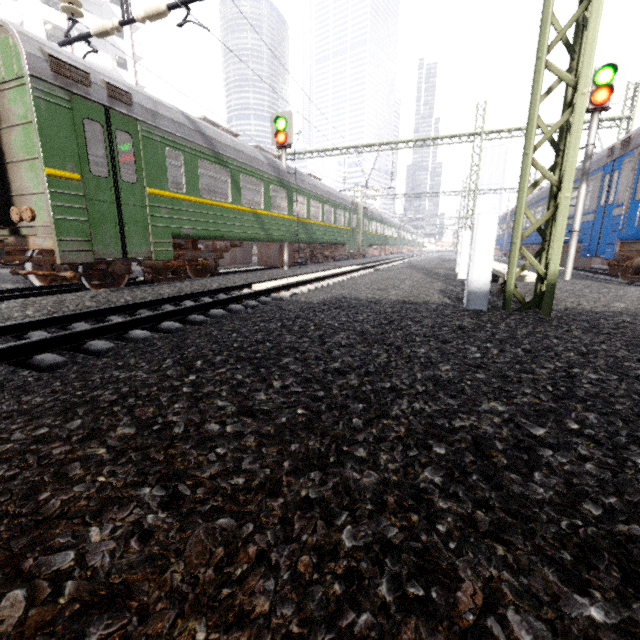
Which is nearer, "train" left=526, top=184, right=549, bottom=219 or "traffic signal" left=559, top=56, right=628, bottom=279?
"traffic signal" left=559, top=56, right=628, bottom=279

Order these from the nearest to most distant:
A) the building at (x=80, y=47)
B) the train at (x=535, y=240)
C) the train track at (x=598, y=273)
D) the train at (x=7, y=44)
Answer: the train at (x=7, y=44) < the train track at (x=598, y=273) < the train at (x=535, y=240) < the building at (x=80, y=47)

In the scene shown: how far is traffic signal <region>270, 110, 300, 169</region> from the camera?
12.1 meters

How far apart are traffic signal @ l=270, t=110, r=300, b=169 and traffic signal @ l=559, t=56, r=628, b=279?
9.0 meters

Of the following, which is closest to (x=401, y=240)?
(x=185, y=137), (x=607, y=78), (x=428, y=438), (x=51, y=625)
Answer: (x=607, y=78)

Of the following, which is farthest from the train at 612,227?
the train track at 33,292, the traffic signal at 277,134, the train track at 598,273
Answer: the train track at 33,292

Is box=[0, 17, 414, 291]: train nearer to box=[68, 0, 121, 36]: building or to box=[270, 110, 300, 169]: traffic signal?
box=[270, 110, 300, 169]: traffic signal

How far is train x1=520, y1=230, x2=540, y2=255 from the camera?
17.20m
